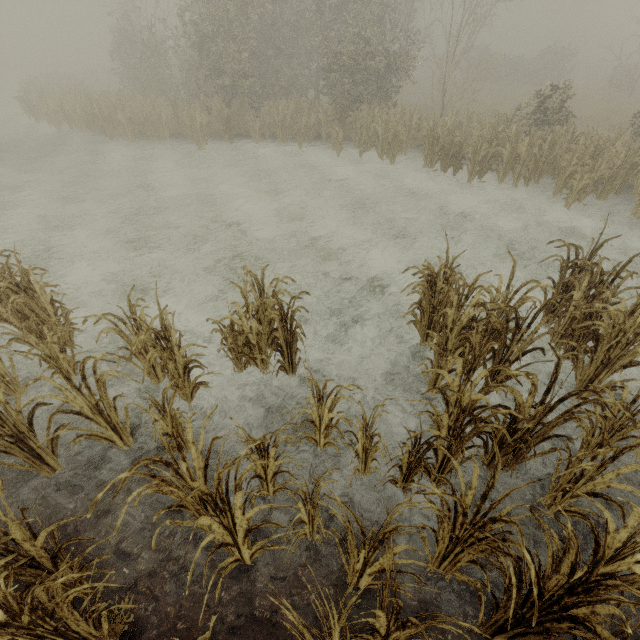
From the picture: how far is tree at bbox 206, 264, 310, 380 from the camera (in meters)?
4.41

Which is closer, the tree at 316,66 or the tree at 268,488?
the tree at 268,488

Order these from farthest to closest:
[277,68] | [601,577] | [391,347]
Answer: [277,68] → [391,347] → [601,577]

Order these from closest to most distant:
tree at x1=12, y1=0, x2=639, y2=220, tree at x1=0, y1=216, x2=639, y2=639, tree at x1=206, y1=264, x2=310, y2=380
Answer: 1. tree at x1=0, y1=216, x2=639, y2=639
2. tree at x1=206, y1=264, x2=310, y2=380
3. tree at x1=12, y1=0, x2=639, y2=220

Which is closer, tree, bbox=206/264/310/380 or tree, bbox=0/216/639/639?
tree, bbox=0/216/639/639

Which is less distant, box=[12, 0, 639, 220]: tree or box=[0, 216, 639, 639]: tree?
box=[0, 216, 639, 639]: tree

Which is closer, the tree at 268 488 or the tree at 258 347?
the tree at 268 488
